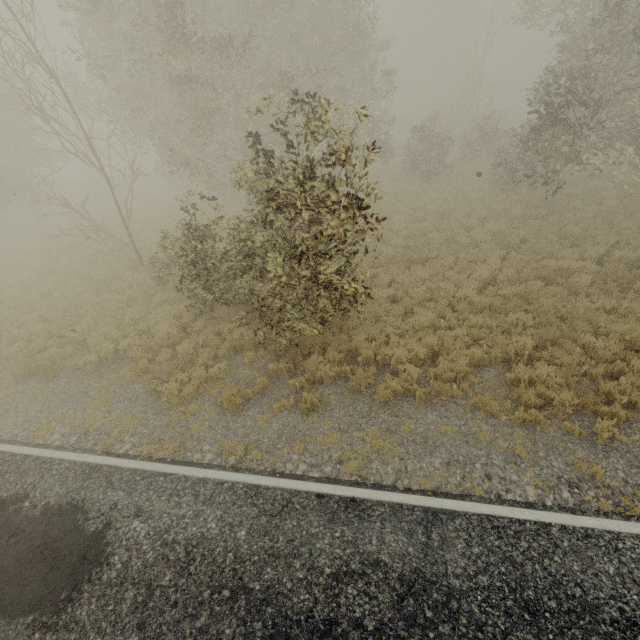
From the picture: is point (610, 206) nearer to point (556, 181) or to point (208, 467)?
point (556, 181)
